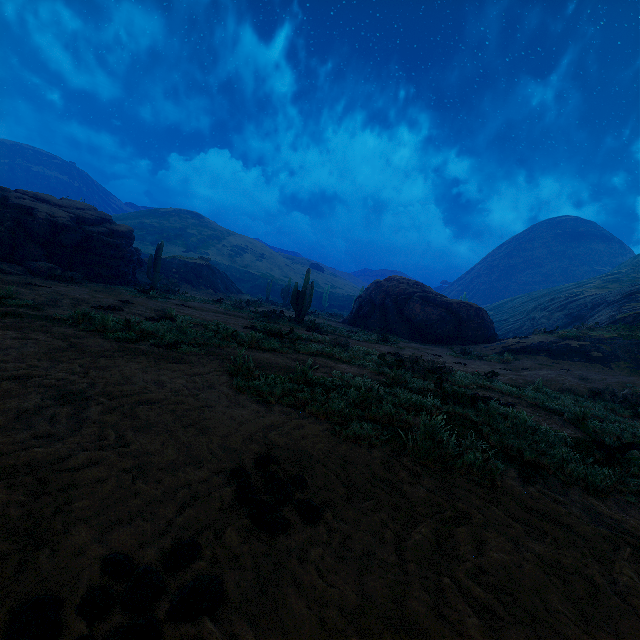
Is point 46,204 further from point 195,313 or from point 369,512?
point 369,512

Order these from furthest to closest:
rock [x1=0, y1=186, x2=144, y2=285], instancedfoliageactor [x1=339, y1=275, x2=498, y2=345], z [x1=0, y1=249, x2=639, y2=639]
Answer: instancedfoliageactor [x1=339, y1=275, x2=498, y2=345] → rock [x1=0, y1=186, x2=144, y2=285] → z [x1=0, y1=249, x2=639, y2=639]

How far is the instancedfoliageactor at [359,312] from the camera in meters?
21.0 m

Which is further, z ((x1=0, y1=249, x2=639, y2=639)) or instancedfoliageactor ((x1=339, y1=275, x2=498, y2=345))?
instancedfoliageactor ((x1=339, y1=275, x2=498, y2=345))

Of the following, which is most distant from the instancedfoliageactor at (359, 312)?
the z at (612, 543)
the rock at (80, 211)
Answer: the z at (612, 543)

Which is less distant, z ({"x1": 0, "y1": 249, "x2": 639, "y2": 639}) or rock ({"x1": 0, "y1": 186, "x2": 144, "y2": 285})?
z ({"x1": 0, "y1": 249, "x2": 639, "y2": 639})

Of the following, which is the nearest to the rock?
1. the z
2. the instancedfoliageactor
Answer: the instancedfoliageactor

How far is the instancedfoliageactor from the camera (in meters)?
21.05
